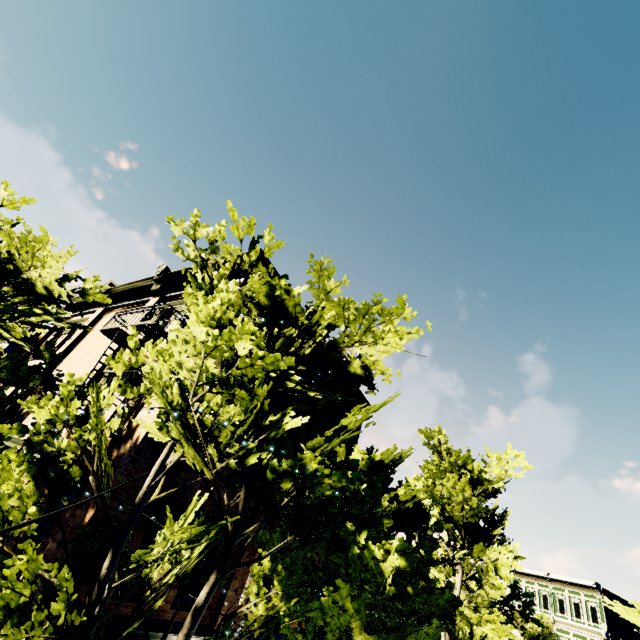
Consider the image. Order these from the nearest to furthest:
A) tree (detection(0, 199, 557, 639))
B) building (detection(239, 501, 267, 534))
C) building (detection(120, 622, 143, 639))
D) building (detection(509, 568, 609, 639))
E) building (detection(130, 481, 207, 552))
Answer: tree (detection(0, 199, 557, 639)), building (detection(120, 622, 143, 639)), building (detection(130, 481, 207, 552)), building (detection(239, 501, 267, 534)), building (detection(509, 568, 609, 639))

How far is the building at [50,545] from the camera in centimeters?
646cm

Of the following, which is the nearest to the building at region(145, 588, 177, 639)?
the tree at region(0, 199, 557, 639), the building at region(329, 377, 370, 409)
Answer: the tree at region(0, 199, 557, 639)

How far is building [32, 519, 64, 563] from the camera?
6.5 meters

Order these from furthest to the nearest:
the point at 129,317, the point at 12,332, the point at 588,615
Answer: the point at 588,615 → the point at 129,317 → the point at 12,332

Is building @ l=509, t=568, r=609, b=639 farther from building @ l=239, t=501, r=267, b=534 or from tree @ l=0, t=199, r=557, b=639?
building @ l=239, t=501, r=267, b=534

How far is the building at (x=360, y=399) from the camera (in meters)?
16.09
